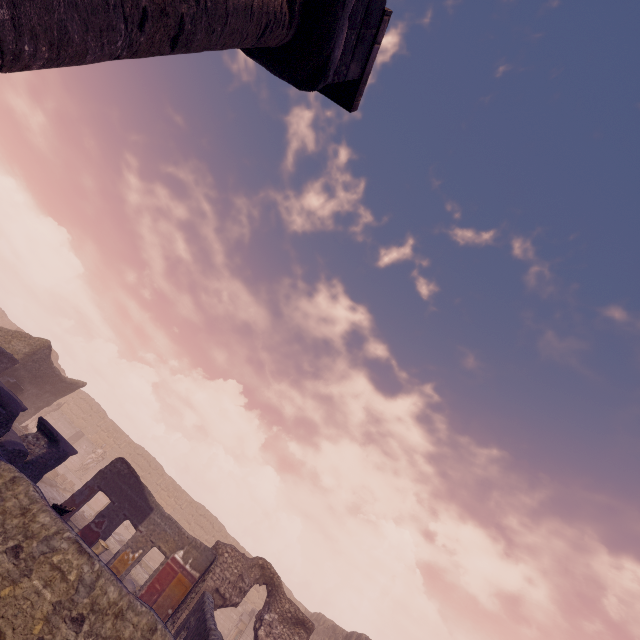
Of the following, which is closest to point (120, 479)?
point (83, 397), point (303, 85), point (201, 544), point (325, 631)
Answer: point (201, 544)

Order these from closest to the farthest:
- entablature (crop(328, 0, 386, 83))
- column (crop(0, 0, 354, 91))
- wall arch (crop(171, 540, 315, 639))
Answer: column (crop(0, 0, 354, 91)) → entablature (crop(328, 0, 386, 83)) → wall arch (crop(171, 540, 315, 639))

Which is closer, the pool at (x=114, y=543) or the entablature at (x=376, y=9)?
the entablature at (x=376, y=9)

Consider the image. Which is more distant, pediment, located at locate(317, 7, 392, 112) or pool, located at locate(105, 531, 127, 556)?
Result: pool, located at locate(105, 531, 127, 556)

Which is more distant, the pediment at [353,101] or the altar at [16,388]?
the altar at [16,388]

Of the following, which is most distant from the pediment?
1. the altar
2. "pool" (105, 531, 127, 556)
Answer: "pool" (105, 531, 127, 556)

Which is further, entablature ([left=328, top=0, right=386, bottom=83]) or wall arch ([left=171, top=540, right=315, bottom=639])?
wall arch ([left=171, top=540, right=315, bottom=639])

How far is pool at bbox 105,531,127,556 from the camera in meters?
16.8 m
